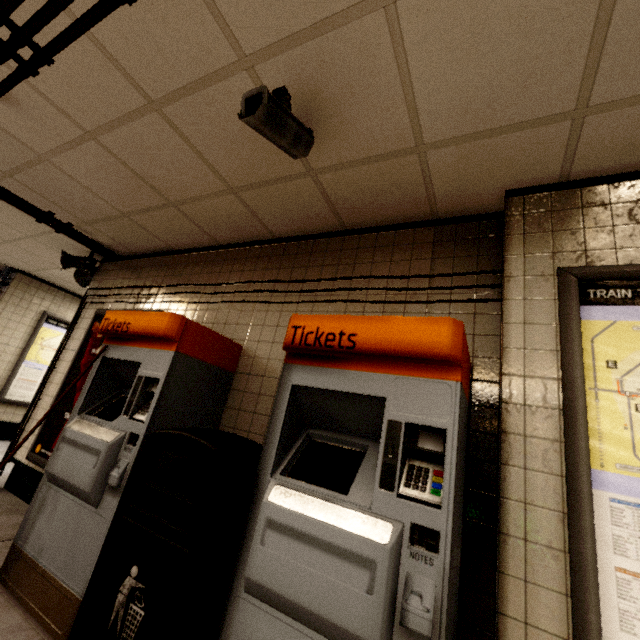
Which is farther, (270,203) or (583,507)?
(270,203)

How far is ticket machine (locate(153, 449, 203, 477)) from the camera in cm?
212

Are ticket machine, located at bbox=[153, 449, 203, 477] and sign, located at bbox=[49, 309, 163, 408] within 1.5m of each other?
yes

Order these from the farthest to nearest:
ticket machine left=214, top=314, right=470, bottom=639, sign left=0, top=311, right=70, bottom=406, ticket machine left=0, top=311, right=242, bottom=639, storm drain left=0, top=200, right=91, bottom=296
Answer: sign left=0, top=311, right=70, bottom=406 < storm drain left=0, top=200, right=91, bottom=296 < ticket machine left=0, top=311, right=242, bottom=639 < ticket machine left=214, top=314, right=470, bottom=639

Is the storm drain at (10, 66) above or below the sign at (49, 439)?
above

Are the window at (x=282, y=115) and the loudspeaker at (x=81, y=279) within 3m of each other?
no

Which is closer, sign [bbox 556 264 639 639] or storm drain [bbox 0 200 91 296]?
sign [bbox 556 264 639 639]

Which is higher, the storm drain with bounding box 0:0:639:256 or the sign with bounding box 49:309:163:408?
the storm drain with bounding box 0:0:639:256
